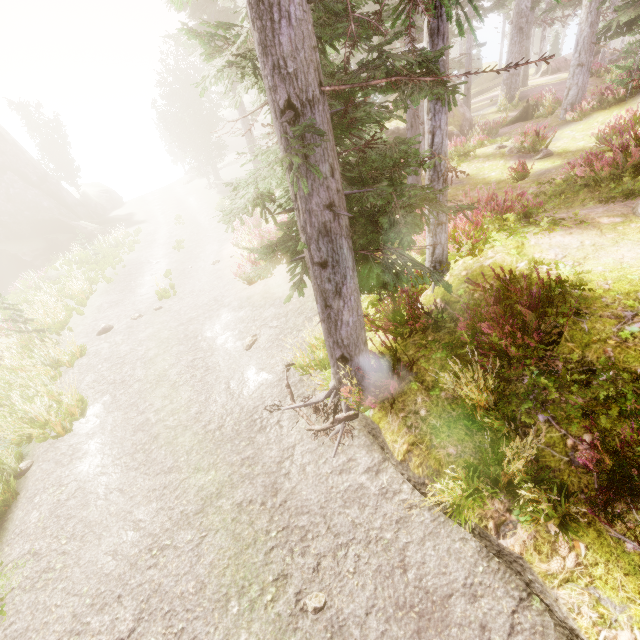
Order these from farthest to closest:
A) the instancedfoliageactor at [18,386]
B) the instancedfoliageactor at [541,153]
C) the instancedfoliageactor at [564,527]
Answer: the instancedfoliageactor at [541,153]
the instancedfoliageactor at [18,386]
the instancedfoliageactor at [564,527]

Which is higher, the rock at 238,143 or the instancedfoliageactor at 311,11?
the instancedfoliageactor at 311,11

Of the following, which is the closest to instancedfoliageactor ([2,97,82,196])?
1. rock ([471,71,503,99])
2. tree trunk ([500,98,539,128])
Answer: rock ([471,71,503,99])

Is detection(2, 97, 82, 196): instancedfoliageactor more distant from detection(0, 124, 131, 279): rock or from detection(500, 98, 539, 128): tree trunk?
detection(500, 98, 539, 128): tree trunk

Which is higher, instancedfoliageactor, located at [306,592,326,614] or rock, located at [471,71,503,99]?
rock, located at [471,71,503,99]

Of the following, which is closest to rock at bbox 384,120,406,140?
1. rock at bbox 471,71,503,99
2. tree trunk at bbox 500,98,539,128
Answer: tree trunk at bbox 500,98,539,128

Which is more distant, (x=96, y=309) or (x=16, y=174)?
(x=16, y=174)

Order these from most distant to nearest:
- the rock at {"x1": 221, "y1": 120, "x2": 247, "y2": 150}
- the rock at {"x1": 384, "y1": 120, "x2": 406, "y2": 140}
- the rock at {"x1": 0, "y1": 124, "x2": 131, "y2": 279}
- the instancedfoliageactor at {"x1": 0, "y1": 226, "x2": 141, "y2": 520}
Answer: the rock at {"x1": 221, "y1": 120, "x2": 247, "y2": 150}
the rock at {"x1": 0, "y1": 124, "x2": 131, "y2": 279}
the rock at {"x1": 384, "y1": 120, "x2": 406, "y2": 140}
the instancedfoliageactor at {"x1": 0, "y1": 226, "x2": 141, "y2": 520}
